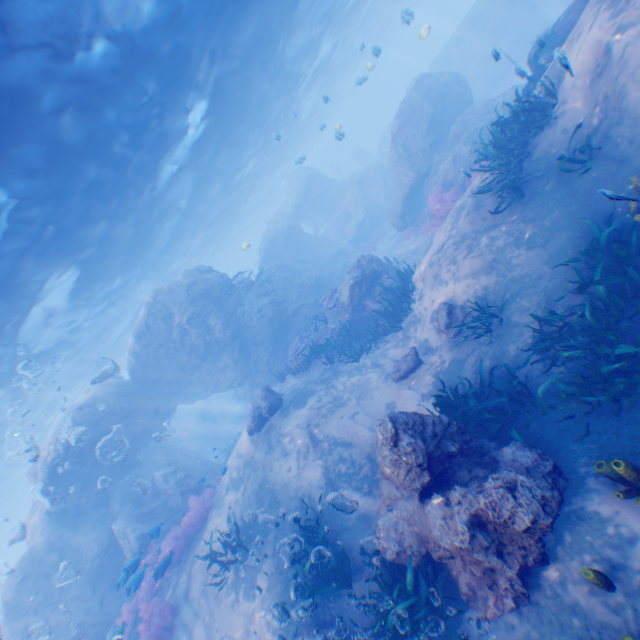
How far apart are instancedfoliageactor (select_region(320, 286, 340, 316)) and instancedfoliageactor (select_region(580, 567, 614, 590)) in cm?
1262

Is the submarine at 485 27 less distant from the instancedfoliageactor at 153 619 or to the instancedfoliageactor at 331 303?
the instancedfoliageactor at 331 303

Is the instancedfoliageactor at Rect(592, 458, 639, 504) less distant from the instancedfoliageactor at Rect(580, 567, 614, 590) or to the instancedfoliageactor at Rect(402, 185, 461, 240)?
the instancedfoliageactor at Rect(580, 567, 614, 590)

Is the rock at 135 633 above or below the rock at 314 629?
above

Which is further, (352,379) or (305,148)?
(305,148)

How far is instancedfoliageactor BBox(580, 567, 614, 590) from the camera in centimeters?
390cm

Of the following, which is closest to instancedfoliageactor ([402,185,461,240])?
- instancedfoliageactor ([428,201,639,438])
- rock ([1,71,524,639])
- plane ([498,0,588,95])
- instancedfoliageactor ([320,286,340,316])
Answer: rock ([1,71,524,639])

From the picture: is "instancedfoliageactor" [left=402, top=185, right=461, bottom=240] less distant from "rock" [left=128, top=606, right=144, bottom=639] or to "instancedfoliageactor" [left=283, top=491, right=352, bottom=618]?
"rock" [left=128, top=606, right=144, bottom=639]
